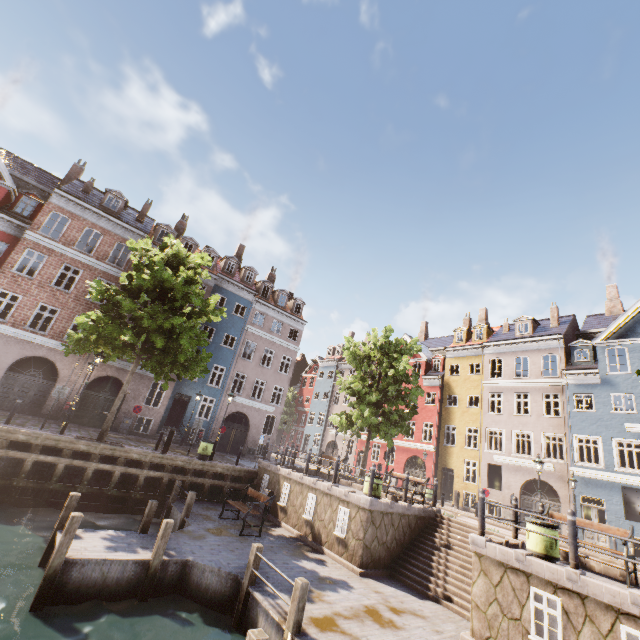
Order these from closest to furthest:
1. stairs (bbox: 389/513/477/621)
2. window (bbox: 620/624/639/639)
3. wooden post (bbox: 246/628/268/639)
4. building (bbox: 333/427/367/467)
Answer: wooden post (bbox: 246/628/268/639), window (bbox: 620/624/639/639), stairs (bbox: 389/513/477/621), building (bbox: 333/427/367/467)

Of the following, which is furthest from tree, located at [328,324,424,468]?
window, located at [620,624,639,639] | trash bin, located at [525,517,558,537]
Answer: window, located at [620,624,639,639]

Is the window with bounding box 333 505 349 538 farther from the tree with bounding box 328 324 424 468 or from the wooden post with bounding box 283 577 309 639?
the tree with bounding box 328 324 424 468

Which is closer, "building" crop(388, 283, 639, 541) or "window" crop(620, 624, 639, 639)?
"window" crop(620, 624, 639, 639)

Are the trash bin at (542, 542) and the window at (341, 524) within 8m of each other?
A: yes

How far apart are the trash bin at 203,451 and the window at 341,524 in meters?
8.4

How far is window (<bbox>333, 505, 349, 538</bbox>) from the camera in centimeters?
1148cm

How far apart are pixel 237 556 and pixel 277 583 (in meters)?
1.79
